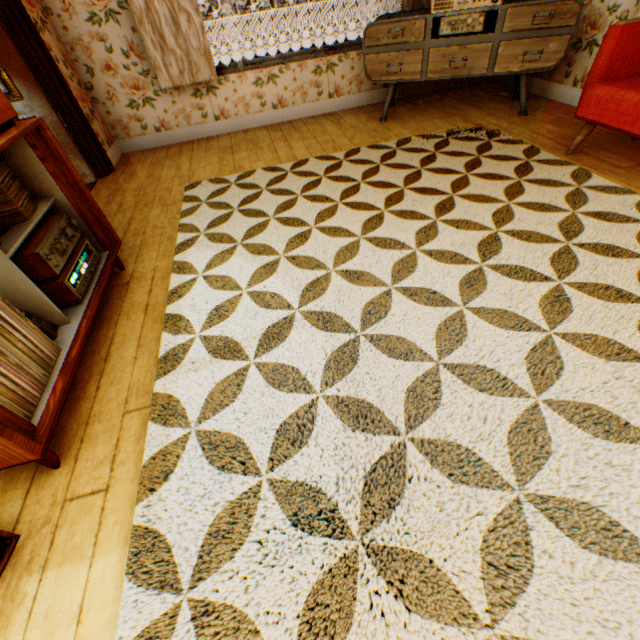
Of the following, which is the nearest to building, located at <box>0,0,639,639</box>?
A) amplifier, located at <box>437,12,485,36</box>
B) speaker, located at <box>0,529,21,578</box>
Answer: speaker, located at <box>0,529,21,578</box>

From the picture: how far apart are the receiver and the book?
0.2m

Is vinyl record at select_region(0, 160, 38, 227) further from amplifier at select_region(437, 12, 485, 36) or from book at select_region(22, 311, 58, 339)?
amplifier at select_region(437, 12, 485, 36)

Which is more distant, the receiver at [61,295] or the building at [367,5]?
the building at [367,5]

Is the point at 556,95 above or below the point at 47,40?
below

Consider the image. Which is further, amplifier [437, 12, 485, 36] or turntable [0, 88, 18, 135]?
amplifier [437, 12, 485, 36]

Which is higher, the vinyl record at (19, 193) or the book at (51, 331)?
the vinyl record at (19, 193)

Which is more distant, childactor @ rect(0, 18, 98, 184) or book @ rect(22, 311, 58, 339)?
childactor @ rect(0, 18, 98, 184)
